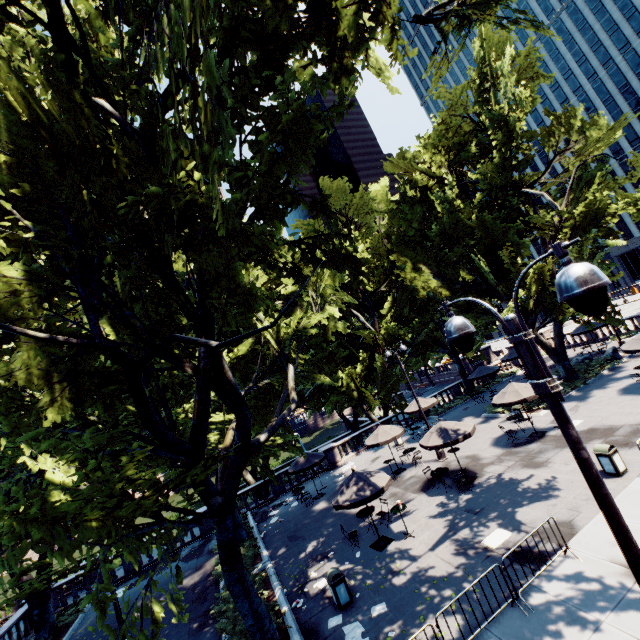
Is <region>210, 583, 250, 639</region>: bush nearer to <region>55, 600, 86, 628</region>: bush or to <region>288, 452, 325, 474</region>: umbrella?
<region>288, 452, 325, 474</region>: umbrella

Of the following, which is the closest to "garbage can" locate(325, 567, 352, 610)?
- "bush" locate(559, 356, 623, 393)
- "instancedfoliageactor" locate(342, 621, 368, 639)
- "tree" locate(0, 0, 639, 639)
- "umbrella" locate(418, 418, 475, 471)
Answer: "instancedfoliageactor" locate(342, 621, 368, 639)

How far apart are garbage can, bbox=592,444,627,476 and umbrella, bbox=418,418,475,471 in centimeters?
430cm

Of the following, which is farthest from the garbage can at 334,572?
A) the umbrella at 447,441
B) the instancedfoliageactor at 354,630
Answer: the umbrella at 447,441

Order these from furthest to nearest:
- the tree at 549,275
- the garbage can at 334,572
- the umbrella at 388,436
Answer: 1. the tree at 549,275
2. the umbrella at 388,436
3. the garbage can at 334,572

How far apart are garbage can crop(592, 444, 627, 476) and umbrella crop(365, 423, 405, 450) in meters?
9.5

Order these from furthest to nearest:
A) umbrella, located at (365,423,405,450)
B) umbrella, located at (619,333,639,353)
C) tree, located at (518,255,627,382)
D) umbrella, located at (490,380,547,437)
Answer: tree, located at (518,255,627,382), umbrella, located at (365,423,405,450), umbrella, located at (619,333,639,353), umbrella, located at (490,380,547,437)

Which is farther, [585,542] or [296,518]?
[296,518]
